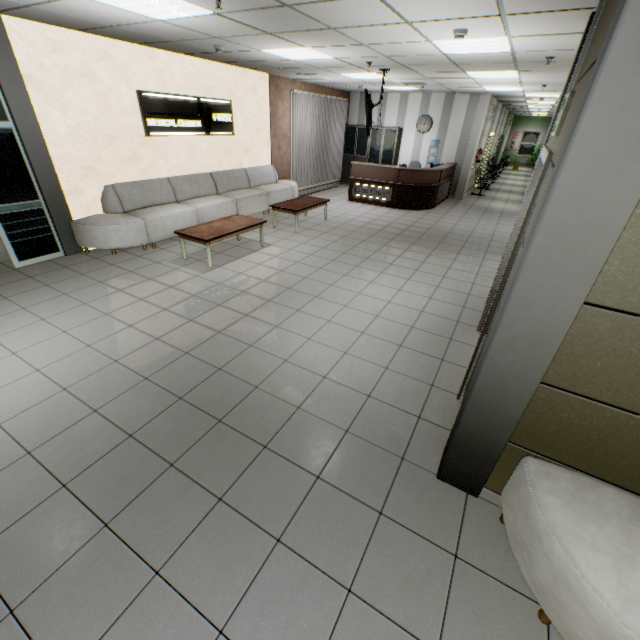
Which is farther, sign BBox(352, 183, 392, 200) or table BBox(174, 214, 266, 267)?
sign BBox(352, 183, 392, 200)

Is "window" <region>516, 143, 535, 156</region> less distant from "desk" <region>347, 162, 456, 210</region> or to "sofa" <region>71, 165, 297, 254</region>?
"desk" <region>347, 162, 456, 210</region>

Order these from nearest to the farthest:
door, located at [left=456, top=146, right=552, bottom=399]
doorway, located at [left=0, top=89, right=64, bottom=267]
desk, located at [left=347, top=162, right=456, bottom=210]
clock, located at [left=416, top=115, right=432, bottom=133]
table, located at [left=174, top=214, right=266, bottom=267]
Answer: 1. door, located at [left=456, top=146, right=552, bottom=399]
2. doorway, located at [left=0, top=89, right=64, bottom=267]
3. table, located at [left=174, top=214, right=266, bottom=267]
4. desk, located at [left=347, top=162, right=456, bottom=210]
5. clock, located at [left=416, top=115, right=432, bottom=133]

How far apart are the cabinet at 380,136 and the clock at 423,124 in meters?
0.5

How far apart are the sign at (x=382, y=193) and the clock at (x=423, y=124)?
3.6m

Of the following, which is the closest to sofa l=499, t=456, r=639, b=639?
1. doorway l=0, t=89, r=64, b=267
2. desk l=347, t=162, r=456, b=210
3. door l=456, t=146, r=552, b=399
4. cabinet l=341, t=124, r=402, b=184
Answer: door l=456, t=146, r=552, b=399

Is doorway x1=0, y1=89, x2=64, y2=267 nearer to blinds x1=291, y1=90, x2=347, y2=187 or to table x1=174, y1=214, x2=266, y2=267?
table x1=174, y1=214, x2=266, y2=267

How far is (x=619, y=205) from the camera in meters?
1.3 m
